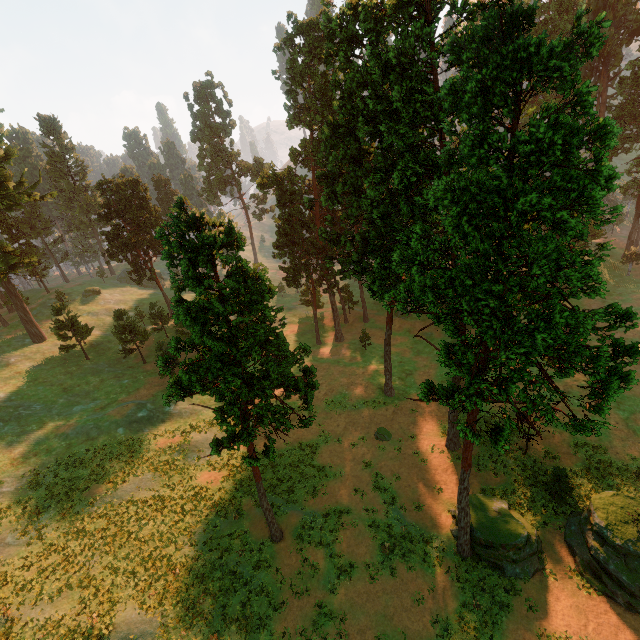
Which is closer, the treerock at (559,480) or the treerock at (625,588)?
the treerock at (625,588)

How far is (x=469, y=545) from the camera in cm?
2258

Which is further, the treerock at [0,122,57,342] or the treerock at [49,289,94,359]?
the treerock at [49,289,94,359]

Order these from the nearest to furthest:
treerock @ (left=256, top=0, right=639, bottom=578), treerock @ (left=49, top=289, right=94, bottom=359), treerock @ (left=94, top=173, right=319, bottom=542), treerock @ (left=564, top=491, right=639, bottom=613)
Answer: treerock @ (left=256, top=0, right=639, bottom=578) → treerock @ (left=94, top=173, right=319, bottom=542) → treerock @ (left=564, top=491, right=639, bottom=613) → treerock @ (left=49, top=289, right=94, bottom=359)

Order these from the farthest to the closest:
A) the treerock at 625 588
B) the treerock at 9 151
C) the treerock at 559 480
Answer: the treerock at 9 151
the treerock at 559 480
the treerock at 625 588

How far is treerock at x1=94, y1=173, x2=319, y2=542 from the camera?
14.23m
